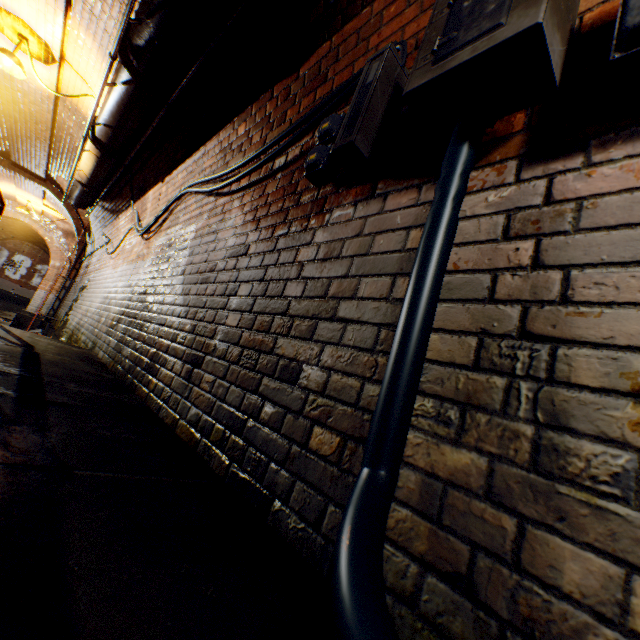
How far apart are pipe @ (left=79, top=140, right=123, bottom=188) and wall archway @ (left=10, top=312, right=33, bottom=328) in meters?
6.3

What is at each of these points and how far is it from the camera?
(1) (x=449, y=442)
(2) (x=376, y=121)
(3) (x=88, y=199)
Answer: (1) building tunnel, 0.8 meters
(2) electrical box, 1.3 meters
(3) pipe, 6.7 meters

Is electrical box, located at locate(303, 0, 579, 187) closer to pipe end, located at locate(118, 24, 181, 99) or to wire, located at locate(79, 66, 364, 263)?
wire, located at locate(79, 66, 364, 263)

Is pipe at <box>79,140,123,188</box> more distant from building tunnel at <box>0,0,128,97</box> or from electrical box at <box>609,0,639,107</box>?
electrical box at <box>609,0,639,107</box>

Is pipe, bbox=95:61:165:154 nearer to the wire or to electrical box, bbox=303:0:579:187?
the wire

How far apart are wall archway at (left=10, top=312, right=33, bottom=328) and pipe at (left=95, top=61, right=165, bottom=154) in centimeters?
833cm

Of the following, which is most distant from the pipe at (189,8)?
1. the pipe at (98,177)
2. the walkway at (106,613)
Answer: the pipe at (98,177)

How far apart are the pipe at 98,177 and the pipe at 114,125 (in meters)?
0.21
